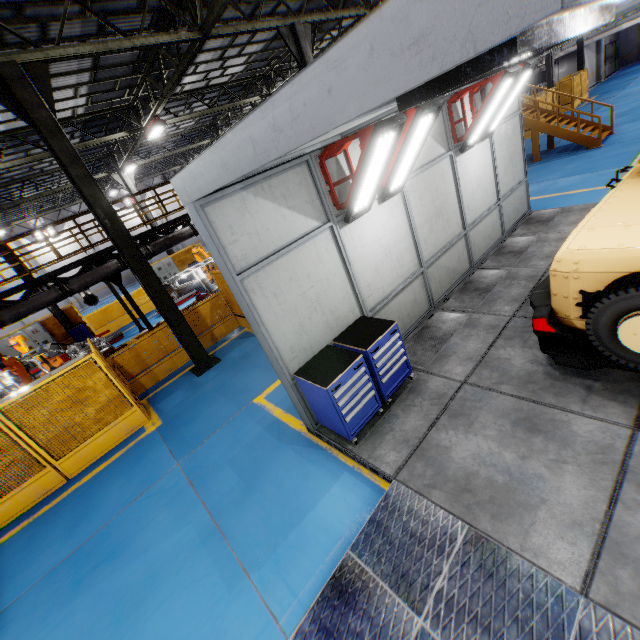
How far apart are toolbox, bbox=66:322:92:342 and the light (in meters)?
10.48

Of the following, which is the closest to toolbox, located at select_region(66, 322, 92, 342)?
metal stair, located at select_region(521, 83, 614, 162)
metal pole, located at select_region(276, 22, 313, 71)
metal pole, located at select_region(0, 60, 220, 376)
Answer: metal pole, located at select_region(0, 60, 220, 376)

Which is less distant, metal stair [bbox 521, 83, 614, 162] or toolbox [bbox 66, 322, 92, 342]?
metal stair [bbox 521, 83, 614, 162]

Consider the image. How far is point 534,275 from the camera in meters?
7.1 m

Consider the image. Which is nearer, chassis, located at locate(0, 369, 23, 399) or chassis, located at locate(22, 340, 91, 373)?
chassis, located at locate(0, 369, 23, 399)

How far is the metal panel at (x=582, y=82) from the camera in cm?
2505

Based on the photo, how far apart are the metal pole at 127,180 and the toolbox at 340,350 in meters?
21.0 m

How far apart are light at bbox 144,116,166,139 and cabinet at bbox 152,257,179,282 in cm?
807
